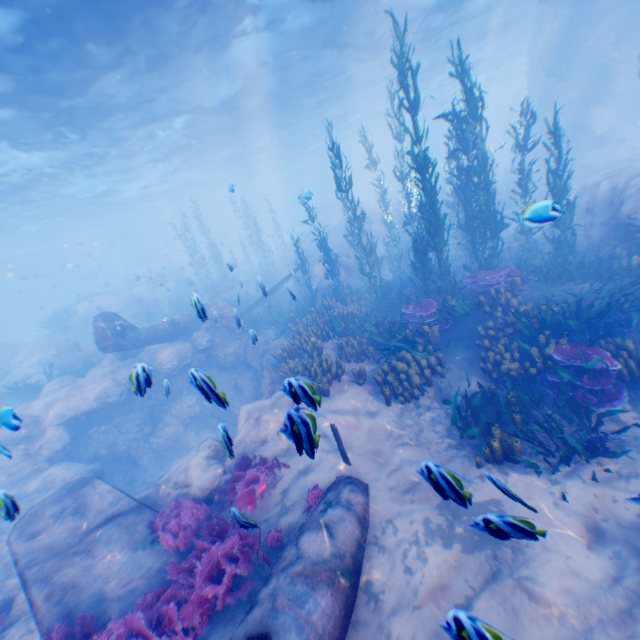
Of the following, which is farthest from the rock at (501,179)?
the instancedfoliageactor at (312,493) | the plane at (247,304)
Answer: the instancedfoliageactor at (312,493)

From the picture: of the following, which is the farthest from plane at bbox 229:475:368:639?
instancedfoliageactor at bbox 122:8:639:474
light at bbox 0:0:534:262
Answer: light at bbox 0:0:534:262

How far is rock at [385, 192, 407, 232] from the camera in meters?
25.9

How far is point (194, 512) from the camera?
6.53m

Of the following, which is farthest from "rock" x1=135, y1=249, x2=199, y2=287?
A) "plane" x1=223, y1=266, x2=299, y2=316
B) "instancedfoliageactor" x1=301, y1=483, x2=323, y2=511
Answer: "instancedfoliageactor" x1=301, y1=483, x2=323, y2=511

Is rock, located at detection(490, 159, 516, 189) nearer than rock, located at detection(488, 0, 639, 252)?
No

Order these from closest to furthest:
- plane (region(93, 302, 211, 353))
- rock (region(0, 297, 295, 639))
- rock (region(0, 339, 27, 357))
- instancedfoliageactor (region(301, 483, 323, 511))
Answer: instancedfoliageactor (region(301, 483, 323, 511))
rock (region(0, 297, 295, 639))
plane (region(93, 302, 211, 353))
rock (region(0, 339, 27, 357))

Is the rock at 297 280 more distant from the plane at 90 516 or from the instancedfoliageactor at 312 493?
the instancedfoliageactor at 312 493
